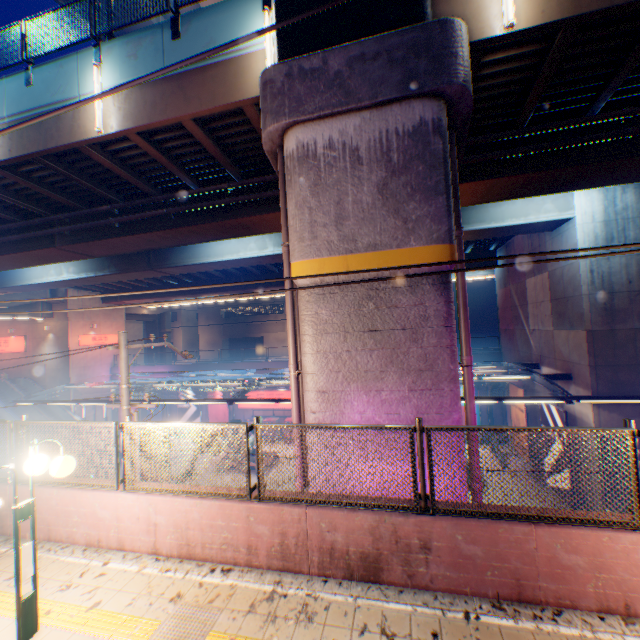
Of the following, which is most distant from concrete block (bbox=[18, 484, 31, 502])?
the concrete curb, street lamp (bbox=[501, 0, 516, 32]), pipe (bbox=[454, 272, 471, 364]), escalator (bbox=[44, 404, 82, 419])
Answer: escalator (bbox=[44, 404, 82, 419])

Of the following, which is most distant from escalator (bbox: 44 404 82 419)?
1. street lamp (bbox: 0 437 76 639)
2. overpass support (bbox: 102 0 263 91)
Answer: street lamp (bbox: 0 437 76 639)

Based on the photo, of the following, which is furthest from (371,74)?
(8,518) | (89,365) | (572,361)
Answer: (89,365)

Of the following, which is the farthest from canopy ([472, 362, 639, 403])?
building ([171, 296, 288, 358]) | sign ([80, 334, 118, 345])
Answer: building ([171, 296, 288, 358])

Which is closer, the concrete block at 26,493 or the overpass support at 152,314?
the concrete block at 26,493

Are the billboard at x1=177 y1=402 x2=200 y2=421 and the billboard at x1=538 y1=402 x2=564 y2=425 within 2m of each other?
no

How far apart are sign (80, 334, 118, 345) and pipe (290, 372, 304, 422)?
32.5 meters

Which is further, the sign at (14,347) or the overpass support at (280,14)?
the sign at (14,347)
